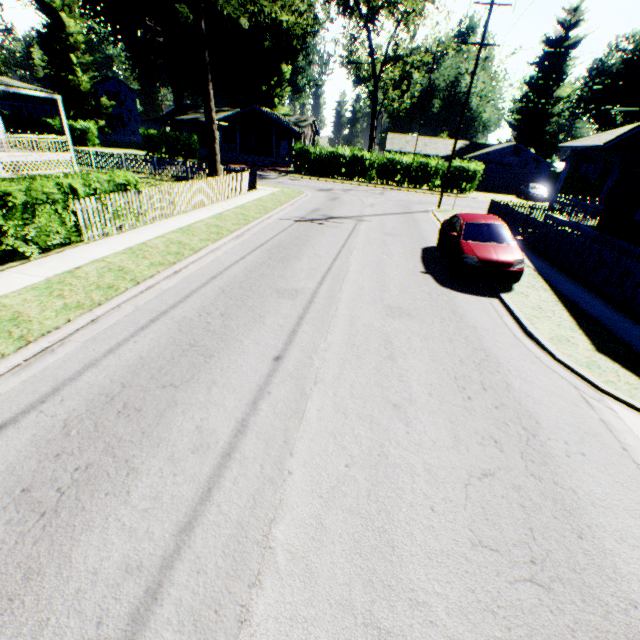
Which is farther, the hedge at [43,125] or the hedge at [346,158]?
the hedge at [43,125]

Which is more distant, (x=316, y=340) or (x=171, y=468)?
(x=316, y=340)

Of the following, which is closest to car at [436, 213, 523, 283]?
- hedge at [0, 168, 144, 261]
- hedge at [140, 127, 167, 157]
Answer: hedge at [0, 168, 144, 261]

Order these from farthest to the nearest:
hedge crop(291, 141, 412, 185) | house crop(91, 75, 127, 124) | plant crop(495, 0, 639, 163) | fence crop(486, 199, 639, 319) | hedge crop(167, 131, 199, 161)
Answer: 1. house crop(91, 75, 127, 124)
2. plant crop(495, 0, 639, 163)
3. hedge crop(167, 131, 199, 161)
4. hedge crop(291, 141, 412, 185)
5. fence crop(486, 199, 639, 319)

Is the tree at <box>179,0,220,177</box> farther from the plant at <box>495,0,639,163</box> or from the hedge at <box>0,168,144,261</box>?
the plant at <box>495,0,639,163</box>

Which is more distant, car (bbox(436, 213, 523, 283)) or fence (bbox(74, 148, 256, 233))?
fence (bbox(74, 148, 256, 233))

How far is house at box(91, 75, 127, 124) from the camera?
54.9 meters

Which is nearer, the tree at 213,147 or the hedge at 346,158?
the tree at 213,147
